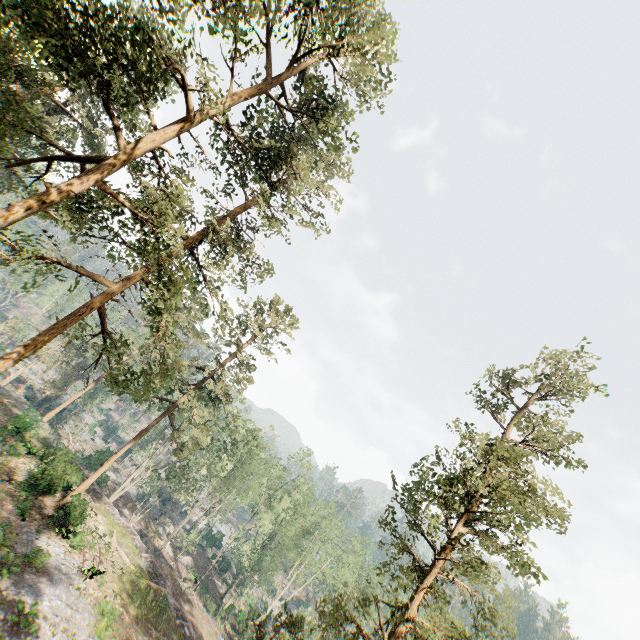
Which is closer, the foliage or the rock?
the foliage

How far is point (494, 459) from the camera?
16.09m

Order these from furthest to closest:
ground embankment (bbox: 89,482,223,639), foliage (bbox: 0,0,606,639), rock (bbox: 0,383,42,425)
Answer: rock (bbox: 0,383,42,425) < ground embankment (bbox: 89,482,223,639) < foliage (bbox: 0,0,606,639)

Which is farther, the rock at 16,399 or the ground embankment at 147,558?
the rock at 16,399

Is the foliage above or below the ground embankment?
above

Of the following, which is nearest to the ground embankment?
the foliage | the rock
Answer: the rock

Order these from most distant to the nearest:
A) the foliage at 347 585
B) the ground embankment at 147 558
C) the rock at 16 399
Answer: the rock at 16 399
the ground embankment at 147 558
the foliage at 347 585
